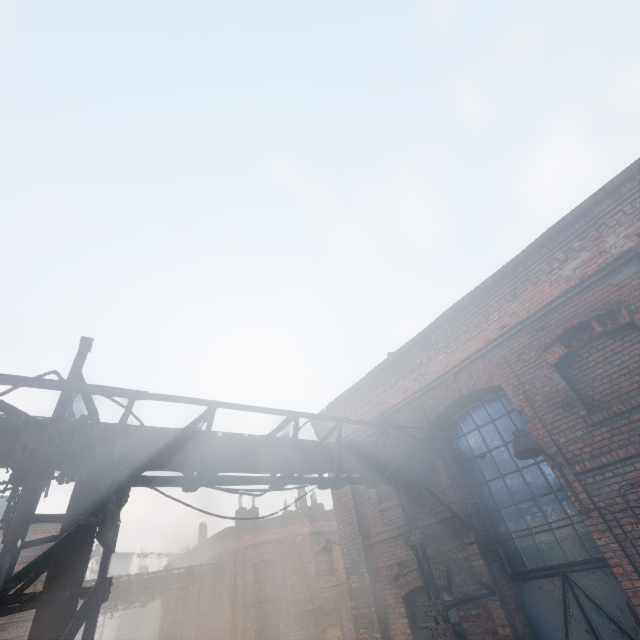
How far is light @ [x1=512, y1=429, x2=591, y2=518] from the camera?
4.79m

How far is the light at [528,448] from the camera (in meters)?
4.79

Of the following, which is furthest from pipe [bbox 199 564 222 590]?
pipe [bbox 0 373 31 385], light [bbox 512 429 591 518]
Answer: light [bbox 512 429 591 518]

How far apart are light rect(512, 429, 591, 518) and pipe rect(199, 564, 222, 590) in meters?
20.0 m

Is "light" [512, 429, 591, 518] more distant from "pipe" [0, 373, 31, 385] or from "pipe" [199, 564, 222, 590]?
"pipe" [199, 564, 222, 590]

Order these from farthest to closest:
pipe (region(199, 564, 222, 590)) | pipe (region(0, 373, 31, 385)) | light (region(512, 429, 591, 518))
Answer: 1. pipe (region(199, 564, 222, 590))
2. light (region(512, 429, 591, 518))
3. pipe (region(0, 373, 31, 385))

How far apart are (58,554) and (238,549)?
18.8 meters

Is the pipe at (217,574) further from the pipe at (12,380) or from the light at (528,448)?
the light at (528,448)
